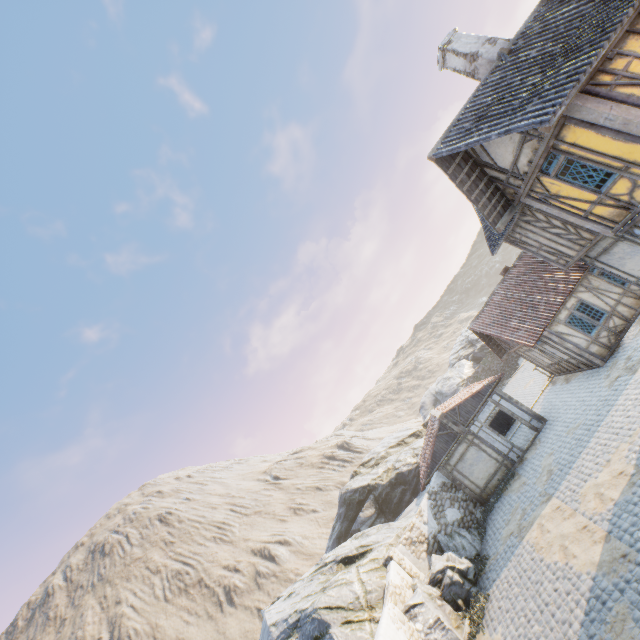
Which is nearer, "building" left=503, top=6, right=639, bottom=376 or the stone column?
"building" left=503, top=6, right=639, bottom=376

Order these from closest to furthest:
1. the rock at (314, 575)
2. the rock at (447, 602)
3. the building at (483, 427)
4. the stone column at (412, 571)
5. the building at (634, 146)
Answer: the building at (634, 146) < the rock at (447, 602) < the rock at (314, 575) < the stone column at (412, 571) < the building at (483, 427)

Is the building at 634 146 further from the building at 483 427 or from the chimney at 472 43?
the building at 483 427

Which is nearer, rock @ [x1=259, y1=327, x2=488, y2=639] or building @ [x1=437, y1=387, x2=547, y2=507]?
rock @ [x1=259, y1=327, x2=488, y2=639]

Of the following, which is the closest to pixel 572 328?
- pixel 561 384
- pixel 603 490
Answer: pixel 561 384

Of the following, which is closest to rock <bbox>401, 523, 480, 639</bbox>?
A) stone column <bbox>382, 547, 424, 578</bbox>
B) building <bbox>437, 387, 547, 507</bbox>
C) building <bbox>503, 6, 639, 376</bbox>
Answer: stone column <bbox>382, 547, 424, 578</bbox>

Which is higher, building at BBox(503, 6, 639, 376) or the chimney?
the chimney

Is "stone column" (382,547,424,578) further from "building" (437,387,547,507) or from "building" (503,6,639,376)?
"building" (503,6,639,376)
